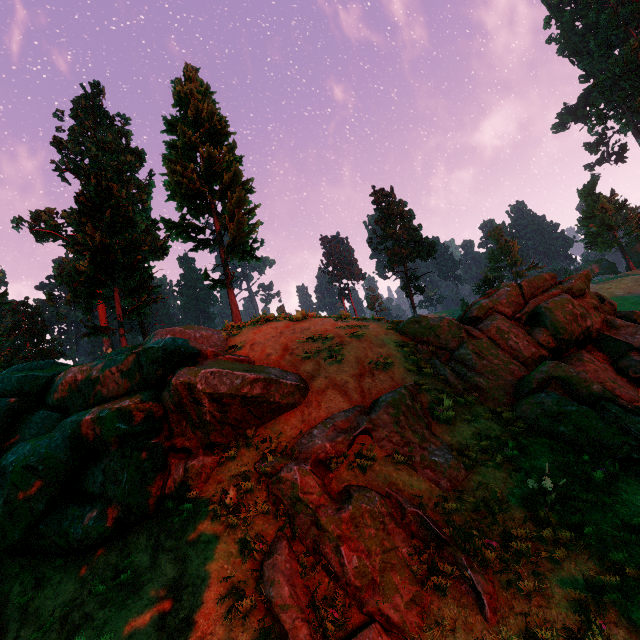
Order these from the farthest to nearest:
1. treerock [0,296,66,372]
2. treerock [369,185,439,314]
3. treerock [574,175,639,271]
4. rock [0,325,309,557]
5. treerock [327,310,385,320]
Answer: treerock [574,175,639,271]
treerock [369,185,439,314]
treerock [0,296,66,372]
treerock [327,310,385,320]
rock [0,325,309,557]

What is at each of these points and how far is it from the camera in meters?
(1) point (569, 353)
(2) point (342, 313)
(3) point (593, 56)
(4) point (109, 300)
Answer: (1) rock, 12.0 m
(2) treerock, 14.0 m
(3) treerock, 55.9 m
(4) treerock, 21.2 m

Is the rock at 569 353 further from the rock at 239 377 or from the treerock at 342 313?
the treerock at 342 313

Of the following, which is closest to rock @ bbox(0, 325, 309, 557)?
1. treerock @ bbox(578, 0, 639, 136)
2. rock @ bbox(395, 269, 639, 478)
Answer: rock @ bbox(395, 269, 639, 478)

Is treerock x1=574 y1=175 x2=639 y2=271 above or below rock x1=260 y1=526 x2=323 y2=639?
above

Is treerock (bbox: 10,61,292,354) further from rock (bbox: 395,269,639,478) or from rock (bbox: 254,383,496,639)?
rock (bbox: 395,269,639,478)
